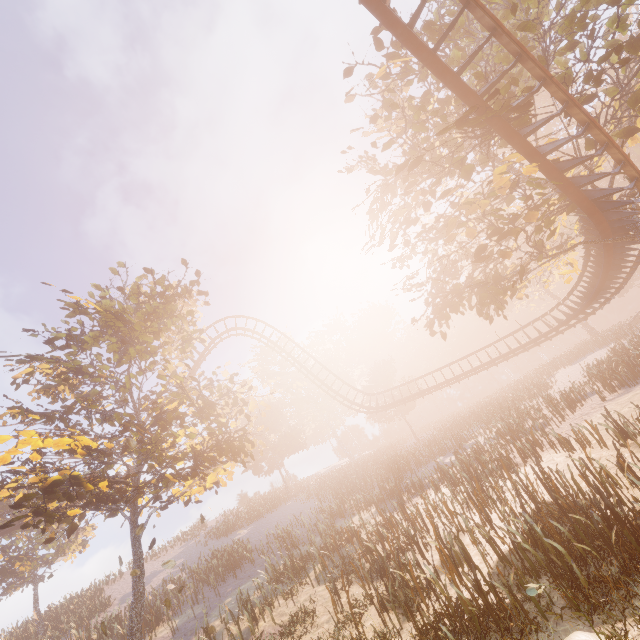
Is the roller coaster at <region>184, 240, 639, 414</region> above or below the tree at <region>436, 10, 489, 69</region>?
below

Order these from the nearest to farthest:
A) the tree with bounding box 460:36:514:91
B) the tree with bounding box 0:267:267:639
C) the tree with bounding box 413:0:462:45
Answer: the tree with bounding box 0:267:267:639
the tree with bounding box 460:36:514:91
the tree with bounding box 413:0:462:45

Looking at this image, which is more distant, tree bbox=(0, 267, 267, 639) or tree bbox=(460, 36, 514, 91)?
tree bbox=(460, 36, 514, 91)

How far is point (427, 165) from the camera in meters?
12.6

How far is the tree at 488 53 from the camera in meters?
11.0 m

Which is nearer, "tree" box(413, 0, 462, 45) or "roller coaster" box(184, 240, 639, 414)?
"tree" box(413, 0, 462, 45)

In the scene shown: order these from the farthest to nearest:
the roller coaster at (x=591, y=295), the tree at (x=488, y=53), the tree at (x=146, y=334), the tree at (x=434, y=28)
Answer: the roller coaster at (x=591, y=295), the tree at (x=434, y=28), the tree at (x=488, y=53), the tree at (x=146, y=334)
